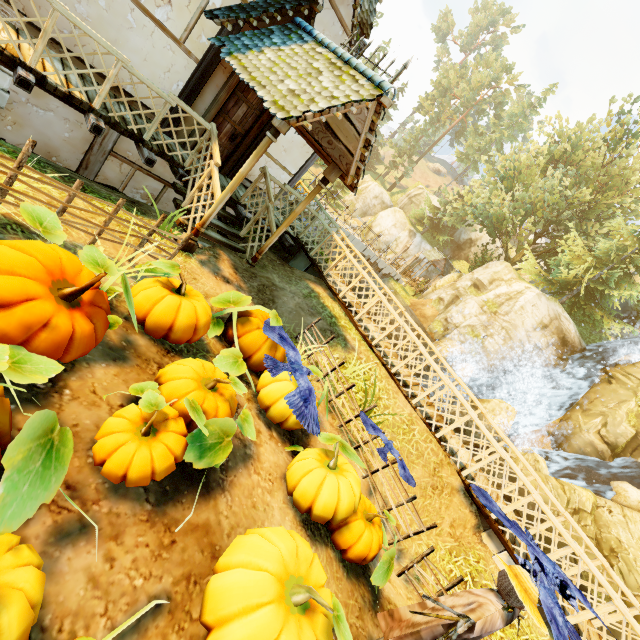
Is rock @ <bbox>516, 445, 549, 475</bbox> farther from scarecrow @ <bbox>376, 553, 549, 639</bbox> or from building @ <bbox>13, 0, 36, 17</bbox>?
scarecrow @ <bbox>376, 553, 549, 639</bbox>

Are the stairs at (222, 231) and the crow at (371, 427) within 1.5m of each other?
no

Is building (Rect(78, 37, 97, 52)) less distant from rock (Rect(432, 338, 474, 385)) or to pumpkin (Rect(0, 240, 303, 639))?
pumpkin (Rect(0, 240, 303, 639))

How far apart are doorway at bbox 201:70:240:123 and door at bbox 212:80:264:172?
0.0 meters

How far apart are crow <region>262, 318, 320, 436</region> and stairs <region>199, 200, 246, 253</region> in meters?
3.3

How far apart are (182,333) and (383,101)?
4.9 meters

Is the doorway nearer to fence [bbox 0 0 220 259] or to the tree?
fence [bbox 0 0 220 259]

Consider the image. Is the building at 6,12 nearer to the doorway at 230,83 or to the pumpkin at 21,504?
the doorway at 230,83
